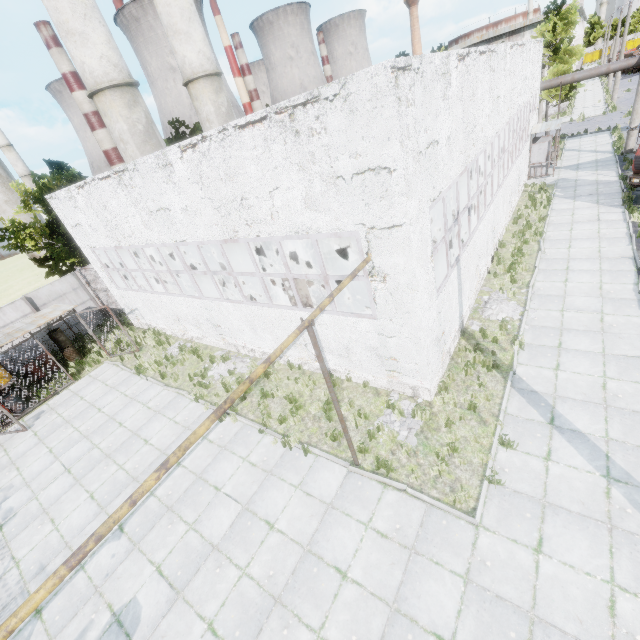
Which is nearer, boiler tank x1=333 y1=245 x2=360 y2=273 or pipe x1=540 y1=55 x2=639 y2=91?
boiler tank x1=333 y1=245 x2=360 y2=273

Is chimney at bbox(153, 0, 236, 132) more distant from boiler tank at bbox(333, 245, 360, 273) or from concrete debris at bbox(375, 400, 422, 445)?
concrete debris at bbox(375, 400, 422, 445)

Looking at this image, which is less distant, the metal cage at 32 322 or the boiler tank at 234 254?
the metal cage at 32 322

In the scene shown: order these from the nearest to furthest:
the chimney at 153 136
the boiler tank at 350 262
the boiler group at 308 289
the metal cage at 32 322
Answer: the boiler group at 308 289, the metal cage at 32 322, the boiler tank at 350 262, the chimney at 153 136

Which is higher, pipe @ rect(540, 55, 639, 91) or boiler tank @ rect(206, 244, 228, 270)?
pipe @ rect(540, 55, 639, 91)

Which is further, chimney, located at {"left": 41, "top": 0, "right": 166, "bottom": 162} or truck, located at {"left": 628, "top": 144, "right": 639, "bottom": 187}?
chimney, located at {"left": 41, "top": 0, "right": 166, "bottom": 162}

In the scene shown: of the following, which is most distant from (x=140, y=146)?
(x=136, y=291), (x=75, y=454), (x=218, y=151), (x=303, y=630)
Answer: (x=303, y=630)

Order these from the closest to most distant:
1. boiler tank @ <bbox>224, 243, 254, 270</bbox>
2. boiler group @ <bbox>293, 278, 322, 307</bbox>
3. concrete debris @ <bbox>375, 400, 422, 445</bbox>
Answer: concrete debris @ <bbox>375, 400, 422, 445</bbox> → boiler group @ <bbox>293, 278, 322, 307</bbox> → boiler tank @ <bbox>224, 243, 254, 270</bbox>
